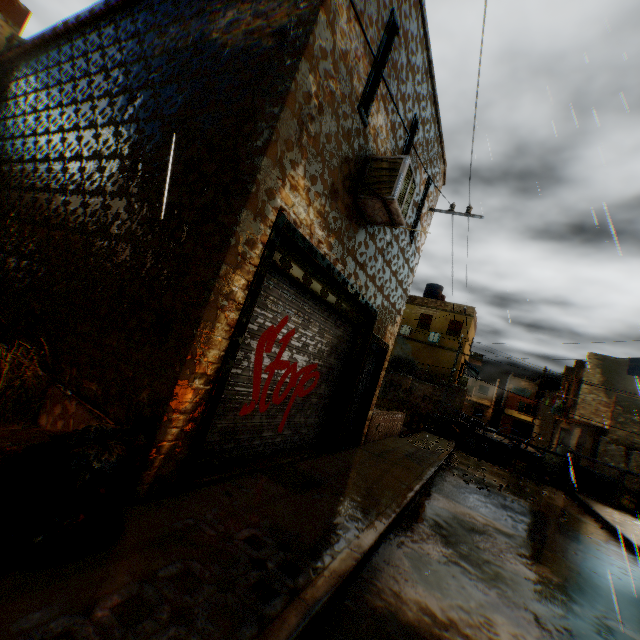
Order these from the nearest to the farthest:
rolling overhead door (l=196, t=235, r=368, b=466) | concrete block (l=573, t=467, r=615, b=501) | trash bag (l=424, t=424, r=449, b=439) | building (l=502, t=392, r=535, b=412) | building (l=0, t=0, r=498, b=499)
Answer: building (l=0, t=0, r=498, b=499) → rolling overhead door (l=196, t=235, r=368, b=466) → concrete block (l=573, t=467, r=615, b=501) → trash bag (l=424, t=424, r=449, b=439) → building (l=502, t=392, r=535, b=412)

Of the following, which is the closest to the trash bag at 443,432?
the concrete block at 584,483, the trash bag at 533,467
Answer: the concrete block at 584,483

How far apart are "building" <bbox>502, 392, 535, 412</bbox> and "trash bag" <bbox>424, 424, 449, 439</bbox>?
48.4 meters

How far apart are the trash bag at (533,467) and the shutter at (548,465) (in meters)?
0.01

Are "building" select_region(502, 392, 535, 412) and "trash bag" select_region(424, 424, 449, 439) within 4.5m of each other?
no

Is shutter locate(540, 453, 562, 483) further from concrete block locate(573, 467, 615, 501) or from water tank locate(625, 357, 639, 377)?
water tank locate(625, 357, 639, 377)

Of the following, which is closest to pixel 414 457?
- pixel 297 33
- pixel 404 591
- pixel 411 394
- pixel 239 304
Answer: pixel 404 591

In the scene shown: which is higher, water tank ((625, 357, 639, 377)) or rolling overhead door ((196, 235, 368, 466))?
water tank ((625, 357, 639, 377))
